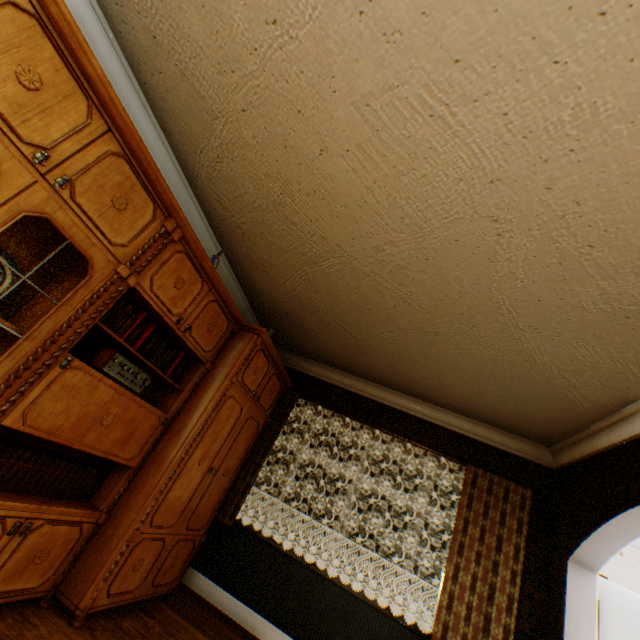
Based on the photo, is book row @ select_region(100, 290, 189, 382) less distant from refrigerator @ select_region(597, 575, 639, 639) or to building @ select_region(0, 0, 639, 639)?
building @ select_region(0, 0, 639, 639)

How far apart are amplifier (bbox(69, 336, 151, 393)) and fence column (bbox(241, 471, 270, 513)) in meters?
19.2 m

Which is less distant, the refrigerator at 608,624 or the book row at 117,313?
the book row at 117,313

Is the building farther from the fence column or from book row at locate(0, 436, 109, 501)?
the fence column

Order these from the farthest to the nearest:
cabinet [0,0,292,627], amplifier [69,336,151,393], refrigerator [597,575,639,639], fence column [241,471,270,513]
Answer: fence column [241,471,270,513], refrigerator [597,575,639,639], amplifier [69,336,151,393], cabinet [0,0,292,627]

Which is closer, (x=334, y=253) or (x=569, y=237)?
A: (x=569, y=237)

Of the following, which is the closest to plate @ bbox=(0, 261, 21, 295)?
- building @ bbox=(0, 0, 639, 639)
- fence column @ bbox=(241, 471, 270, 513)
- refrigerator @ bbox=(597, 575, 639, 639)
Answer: building @ bbox=(0, 0, 639, 639)

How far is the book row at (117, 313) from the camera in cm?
224
